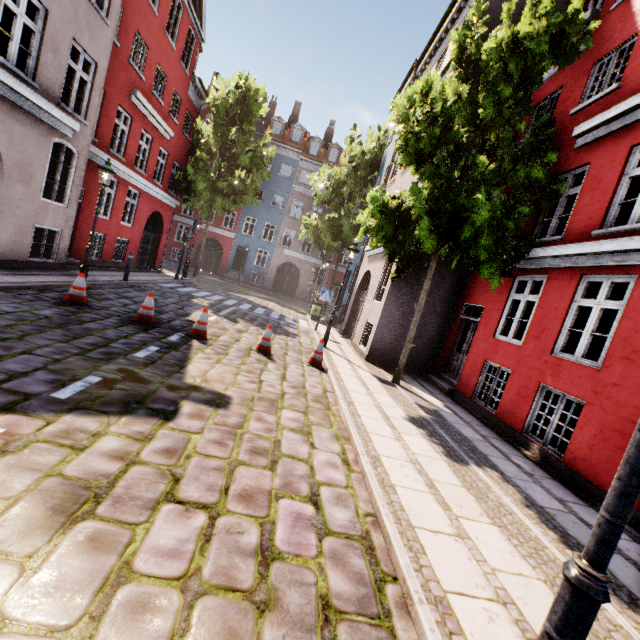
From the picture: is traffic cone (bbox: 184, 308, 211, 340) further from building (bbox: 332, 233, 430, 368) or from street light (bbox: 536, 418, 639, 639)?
street light (bbox: 536, 418, 639, 639)

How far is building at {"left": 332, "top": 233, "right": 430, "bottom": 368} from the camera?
10.9m

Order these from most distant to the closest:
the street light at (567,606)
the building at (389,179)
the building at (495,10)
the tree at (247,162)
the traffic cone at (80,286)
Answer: the tree at (247,162) < the building at (389,179) < the building at (495,10) < the traffic cone at (80,286) < the street light at (567,606)

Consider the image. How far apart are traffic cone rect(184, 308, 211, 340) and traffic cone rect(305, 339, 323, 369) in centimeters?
255cm

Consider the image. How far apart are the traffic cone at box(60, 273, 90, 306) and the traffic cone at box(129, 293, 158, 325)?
1.1m

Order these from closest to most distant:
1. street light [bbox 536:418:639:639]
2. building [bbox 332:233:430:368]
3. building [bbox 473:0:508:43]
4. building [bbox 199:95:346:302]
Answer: street light [bbox 536:418:639:639] < building [bbox 473:0:508:43] < building [bbox 332:233:430:368] < building [bbox 199:95:346:302]

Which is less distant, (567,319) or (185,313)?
(567,319)

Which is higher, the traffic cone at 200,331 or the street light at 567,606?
the street light at 567,606
